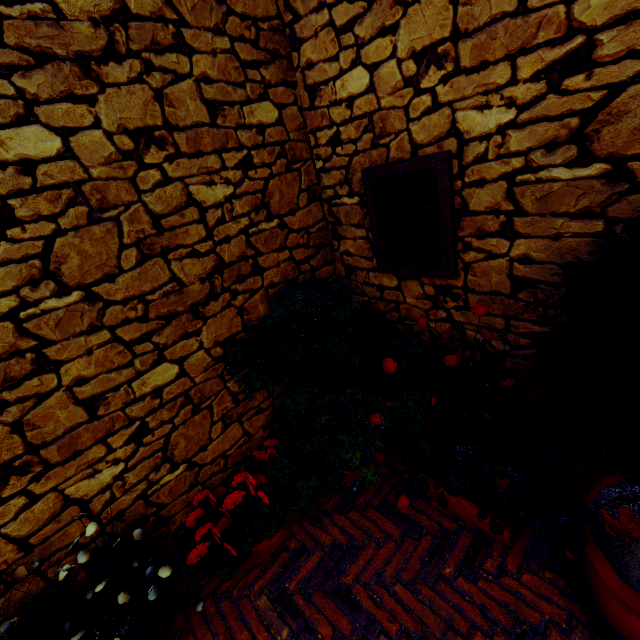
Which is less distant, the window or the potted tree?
the potted tree

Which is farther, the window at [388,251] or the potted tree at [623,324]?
the window at [388,251]

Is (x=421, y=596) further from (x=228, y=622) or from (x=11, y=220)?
(x=11, y=220)

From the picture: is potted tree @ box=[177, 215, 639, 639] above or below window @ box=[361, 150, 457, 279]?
below

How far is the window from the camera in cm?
176

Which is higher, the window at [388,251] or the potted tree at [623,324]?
the window at [388,251]
